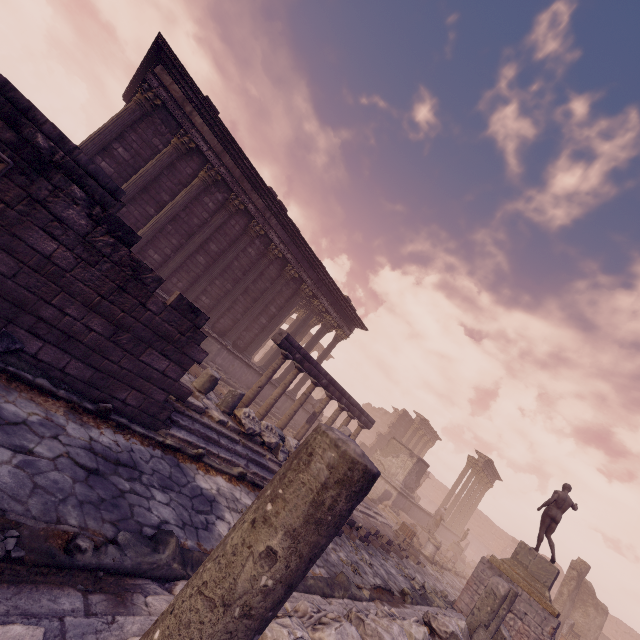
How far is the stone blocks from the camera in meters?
9.4

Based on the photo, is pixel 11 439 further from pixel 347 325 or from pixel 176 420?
pixel 347 325

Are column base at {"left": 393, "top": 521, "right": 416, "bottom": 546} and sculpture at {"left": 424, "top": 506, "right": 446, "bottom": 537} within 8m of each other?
yes

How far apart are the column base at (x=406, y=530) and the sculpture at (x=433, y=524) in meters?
5.3

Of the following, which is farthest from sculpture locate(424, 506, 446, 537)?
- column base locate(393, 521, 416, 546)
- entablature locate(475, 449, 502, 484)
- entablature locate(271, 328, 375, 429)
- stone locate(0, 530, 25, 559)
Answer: stone locate(0, 530, 25, 559)

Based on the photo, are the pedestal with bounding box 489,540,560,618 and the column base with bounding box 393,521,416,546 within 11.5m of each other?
yes

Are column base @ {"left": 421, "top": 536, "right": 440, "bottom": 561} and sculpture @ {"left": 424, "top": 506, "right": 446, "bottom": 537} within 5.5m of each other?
yes

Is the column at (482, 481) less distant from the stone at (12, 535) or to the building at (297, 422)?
the building at (297, 422)
